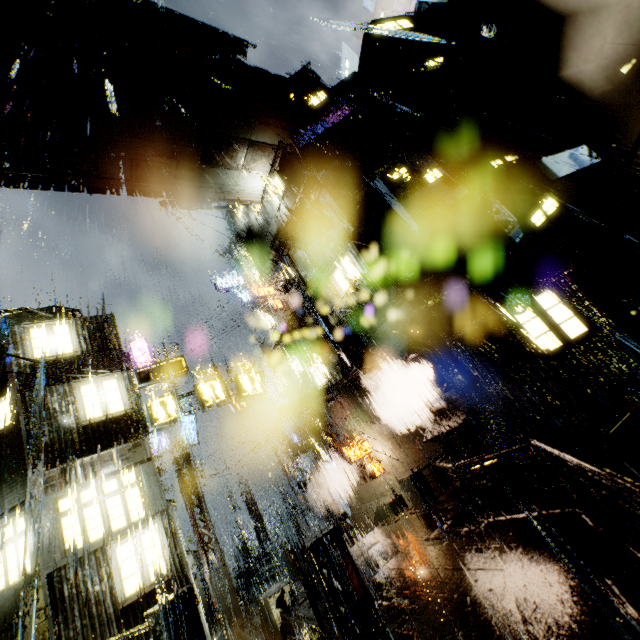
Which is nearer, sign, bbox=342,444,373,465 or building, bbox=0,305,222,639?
building, bbox=0,305,222,639

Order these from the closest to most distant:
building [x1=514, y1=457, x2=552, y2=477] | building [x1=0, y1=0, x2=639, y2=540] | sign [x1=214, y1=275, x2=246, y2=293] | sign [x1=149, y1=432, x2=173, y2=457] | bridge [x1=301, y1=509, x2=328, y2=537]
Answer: building [x1=514, y1=457, x2=552, y2=477], building [x1=0, y1=0, x2=639, y2=540], sign [x1=149, y1=432, x2=173, y2=457], bridge [x1=301, y1=509, x2=328, y2=537], sign [x1=214, y1=275, x2=246, y2=293]

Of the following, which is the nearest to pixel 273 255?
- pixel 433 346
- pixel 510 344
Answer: pixel 433 346

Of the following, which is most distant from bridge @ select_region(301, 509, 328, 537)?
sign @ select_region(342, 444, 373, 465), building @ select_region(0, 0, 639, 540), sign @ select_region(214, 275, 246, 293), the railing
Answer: sign @ select_region(214, 275, 246, 293)

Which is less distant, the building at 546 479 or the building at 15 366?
the building at 546 479

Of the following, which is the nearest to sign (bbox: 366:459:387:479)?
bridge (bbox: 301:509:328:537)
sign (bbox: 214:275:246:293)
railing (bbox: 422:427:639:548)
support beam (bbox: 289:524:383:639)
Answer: railing (bbox: 422:427:639:548)

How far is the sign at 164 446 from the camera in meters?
21.9 m

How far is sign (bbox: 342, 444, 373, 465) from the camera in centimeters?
1902cm
